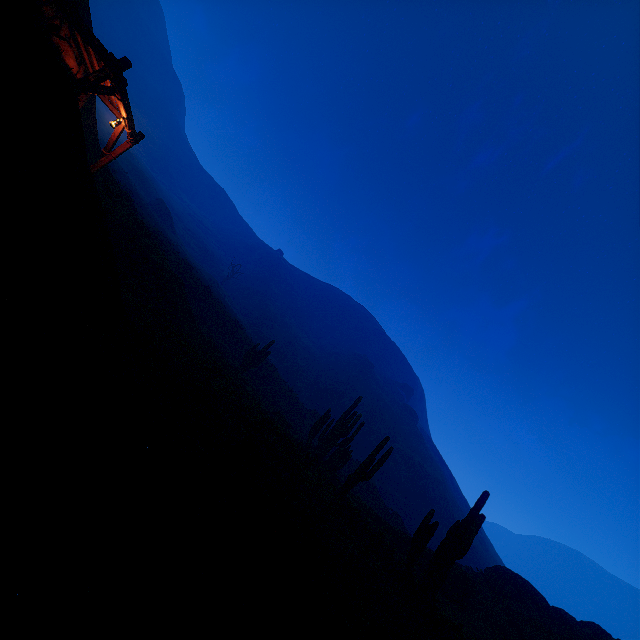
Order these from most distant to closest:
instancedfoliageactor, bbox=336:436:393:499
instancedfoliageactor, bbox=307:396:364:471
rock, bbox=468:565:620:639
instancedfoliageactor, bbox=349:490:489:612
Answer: instancedfoliageactor, bbox=307:396:364:471 < rock, bbox=468:565:620:639 < instancedfoliageactor, bbox=336:436:393:499 < instancedfoliageactor, bbox=349:490:489:612

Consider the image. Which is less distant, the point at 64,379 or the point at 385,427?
the point at 64,379

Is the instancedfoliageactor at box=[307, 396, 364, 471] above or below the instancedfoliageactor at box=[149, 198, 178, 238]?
below

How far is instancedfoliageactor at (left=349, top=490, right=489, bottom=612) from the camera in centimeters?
932cm

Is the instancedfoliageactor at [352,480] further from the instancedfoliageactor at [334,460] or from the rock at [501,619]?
the rock at [501,619]

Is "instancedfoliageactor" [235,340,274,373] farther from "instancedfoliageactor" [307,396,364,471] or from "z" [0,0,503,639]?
"instancedfoliageactor" [307,396,364,471]

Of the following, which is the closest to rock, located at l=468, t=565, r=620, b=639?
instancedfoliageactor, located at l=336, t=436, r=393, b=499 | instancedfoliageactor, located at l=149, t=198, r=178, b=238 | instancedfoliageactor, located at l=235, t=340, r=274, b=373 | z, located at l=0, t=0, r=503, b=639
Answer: instancedfoliageactor, located at l=336, t=436, r=393, b=499

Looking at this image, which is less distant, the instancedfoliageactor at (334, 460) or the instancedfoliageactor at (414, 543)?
the instancedfoliageactor at (414, 543)
